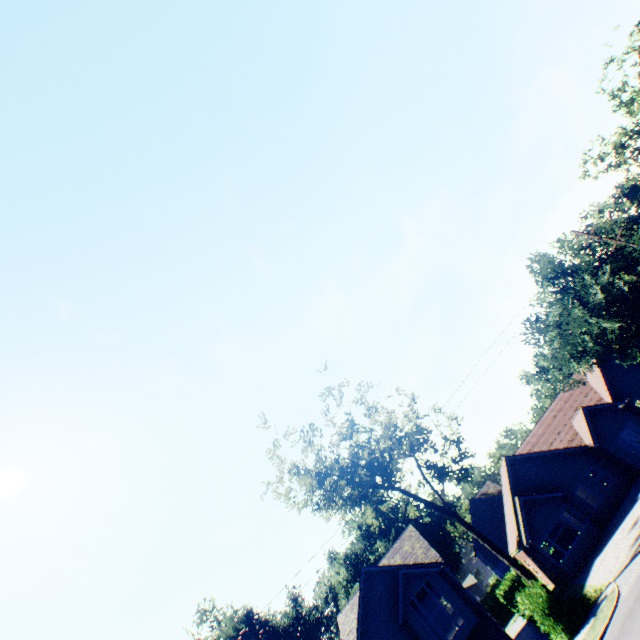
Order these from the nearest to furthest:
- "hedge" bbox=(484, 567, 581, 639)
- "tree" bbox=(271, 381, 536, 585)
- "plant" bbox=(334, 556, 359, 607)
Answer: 1. "hedge" bbox=(484, 567, 581, 639)
2. "tree" bbox=(271, 381, 536, 585)
3. "plant" bbox=(334, 556, 359, 607)

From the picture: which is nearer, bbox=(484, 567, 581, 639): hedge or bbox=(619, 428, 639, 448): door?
bbox=(484, 567, 581, 639): hedge

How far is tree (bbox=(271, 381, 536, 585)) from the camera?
21.2m

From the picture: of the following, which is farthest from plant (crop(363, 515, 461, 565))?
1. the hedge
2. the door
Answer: the door

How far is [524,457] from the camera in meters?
29.4 m

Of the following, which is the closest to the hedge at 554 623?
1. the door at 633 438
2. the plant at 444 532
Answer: the plant at 444 532

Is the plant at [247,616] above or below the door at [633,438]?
above

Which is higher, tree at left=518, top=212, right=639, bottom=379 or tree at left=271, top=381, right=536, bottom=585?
tree at left=271, top=381, right=536, bottom=585
